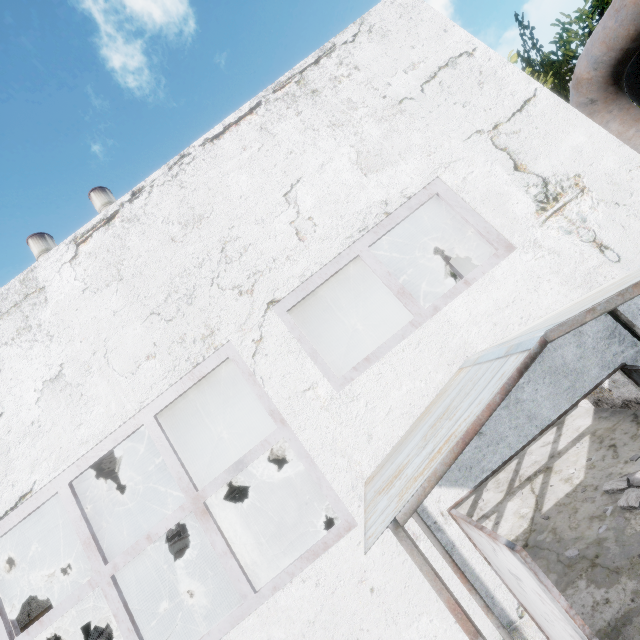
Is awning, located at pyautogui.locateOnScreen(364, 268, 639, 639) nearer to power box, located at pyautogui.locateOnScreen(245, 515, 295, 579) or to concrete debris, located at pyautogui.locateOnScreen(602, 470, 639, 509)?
concrete debris, located at pyautogui.locateOnScreen(602, 470, 639, 509)

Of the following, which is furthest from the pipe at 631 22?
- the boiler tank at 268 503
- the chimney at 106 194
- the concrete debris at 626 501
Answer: the chimney at 106 194

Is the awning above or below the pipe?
below

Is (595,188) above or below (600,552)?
above

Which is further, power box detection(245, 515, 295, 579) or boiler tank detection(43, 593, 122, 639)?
boiler tank detection(43, 593, 122, 639)

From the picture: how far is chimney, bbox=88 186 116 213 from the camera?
28.9 meters

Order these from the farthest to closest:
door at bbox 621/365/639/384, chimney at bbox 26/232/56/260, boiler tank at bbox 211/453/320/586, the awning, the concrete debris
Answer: chimney at bbox 26/232/56/260 < boiler tank at bbox 211/453/320/586 < the concrete debris < door at bbox 621/365/639/384 < the awning

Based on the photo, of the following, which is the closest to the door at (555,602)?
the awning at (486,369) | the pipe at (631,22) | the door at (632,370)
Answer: the awning at (486,369)
